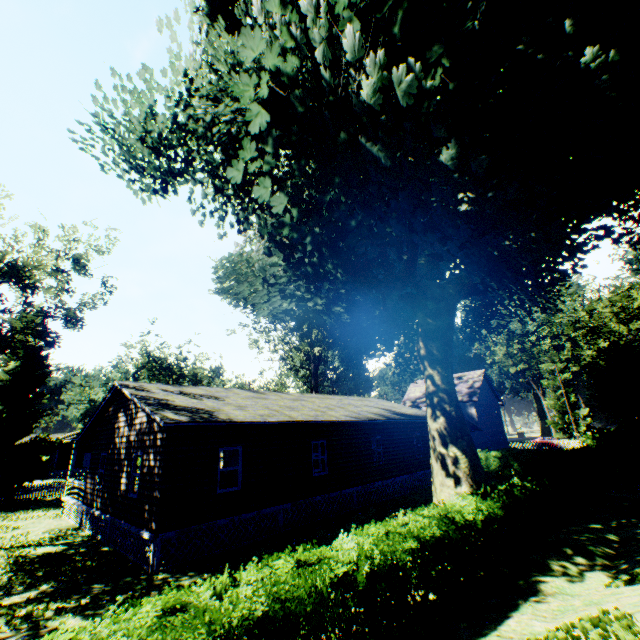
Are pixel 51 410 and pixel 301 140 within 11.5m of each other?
no

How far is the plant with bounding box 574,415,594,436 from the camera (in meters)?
58.41

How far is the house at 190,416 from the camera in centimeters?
1120cm

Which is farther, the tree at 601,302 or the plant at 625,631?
the tree at 601,302

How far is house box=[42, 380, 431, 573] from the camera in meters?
11.2 m

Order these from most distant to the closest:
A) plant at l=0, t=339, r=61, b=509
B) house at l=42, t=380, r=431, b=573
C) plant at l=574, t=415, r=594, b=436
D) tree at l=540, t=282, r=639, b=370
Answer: plant at l=574, t=415, r=594, b=436 < tree at l=540, t=282, r=639, b=370 < plant at l=0, t=339, r=61, b=509 < house at l=42, t=380, r=431, b=573

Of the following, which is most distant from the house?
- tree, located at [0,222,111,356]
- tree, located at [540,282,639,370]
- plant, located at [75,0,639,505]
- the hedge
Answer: tree, located at [540,282,639,370]

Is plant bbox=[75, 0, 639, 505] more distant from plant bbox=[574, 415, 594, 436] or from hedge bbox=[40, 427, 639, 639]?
plant bbox=[574, 415, 594, 436]
